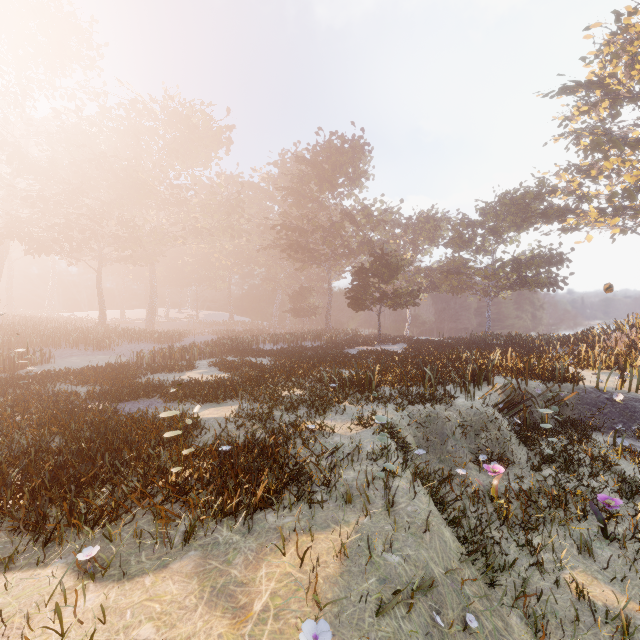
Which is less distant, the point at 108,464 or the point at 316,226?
the point at 108,464

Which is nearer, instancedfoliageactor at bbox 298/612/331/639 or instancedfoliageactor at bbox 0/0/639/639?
instancedfoliageactor at bbox 298/612/331/639

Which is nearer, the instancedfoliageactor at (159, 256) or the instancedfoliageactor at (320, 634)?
the instancedfoliageactor at (320, 634)
